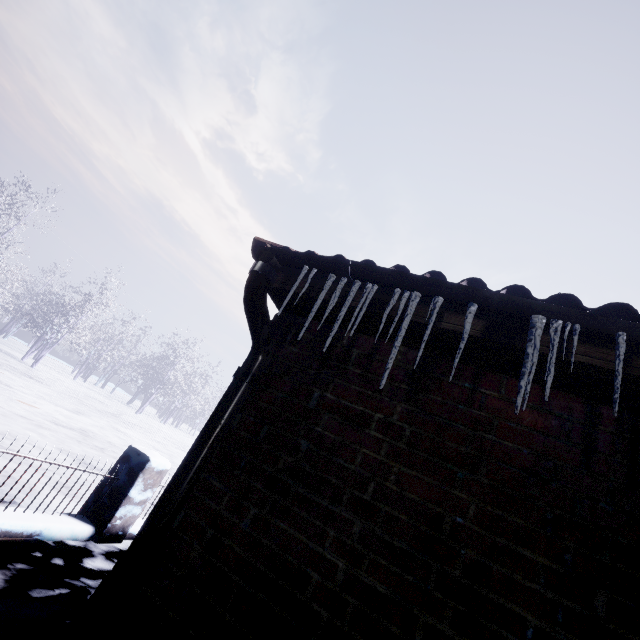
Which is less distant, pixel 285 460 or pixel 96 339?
pixel 285 460

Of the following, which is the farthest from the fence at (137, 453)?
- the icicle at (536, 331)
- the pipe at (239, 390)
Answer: the icicle at (536, 331)

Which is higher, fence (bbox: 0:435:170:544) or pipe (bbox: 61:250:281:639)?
pipe (bbox: 61:250:281:639)

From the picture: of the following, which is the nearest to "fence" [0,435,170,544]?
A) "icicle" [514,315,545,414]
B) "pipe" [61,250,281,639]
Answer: "pipe" [61,250,281,639]

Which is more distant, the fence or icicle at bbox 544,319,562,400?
the fence

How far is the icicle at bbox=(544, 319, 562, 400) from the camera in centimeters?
85cm

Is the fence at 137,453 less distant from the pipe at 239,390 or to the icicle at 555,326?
the pipe at 239,390

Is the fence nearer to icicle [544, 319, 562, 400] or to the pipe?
the pipe
